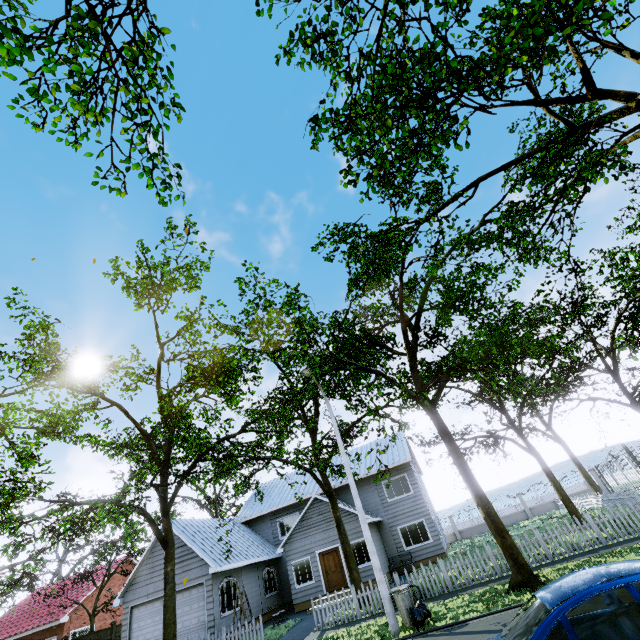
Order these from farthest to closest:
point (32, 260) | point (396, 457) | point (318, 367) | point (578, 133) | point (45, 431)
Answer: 1. point (396, 457)
2. point (318, 367)
3. point (45, 431)
4. point (32, 260)
5. point (578, 133)

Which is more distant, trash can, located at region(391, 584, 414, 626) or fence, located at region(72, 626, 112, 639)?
fence, located at region(72, 626, 112, 639)

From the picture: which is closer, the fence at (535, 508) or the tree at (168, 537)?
the tree at (168, 537)

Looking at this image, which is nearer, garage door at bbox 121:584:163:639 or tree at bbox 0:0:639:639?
tree at bbox 0:0:639:639

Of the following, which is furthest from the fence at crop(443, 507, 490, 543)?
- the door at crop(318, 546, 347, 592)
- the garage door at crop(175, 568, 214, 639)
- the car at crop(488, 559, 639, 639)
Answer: the car at crop(488, 559, 639, 639)

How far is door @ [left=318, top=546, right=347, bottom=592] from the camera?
19.8m

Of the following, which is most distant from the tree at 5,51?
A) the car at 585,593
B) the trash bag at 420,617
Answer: the car at 585,593

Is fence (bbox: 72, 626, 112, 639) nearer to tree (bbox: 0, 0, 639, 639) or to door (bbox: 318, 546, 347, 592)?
tree (bbox: 0, 0, 639, 639)
